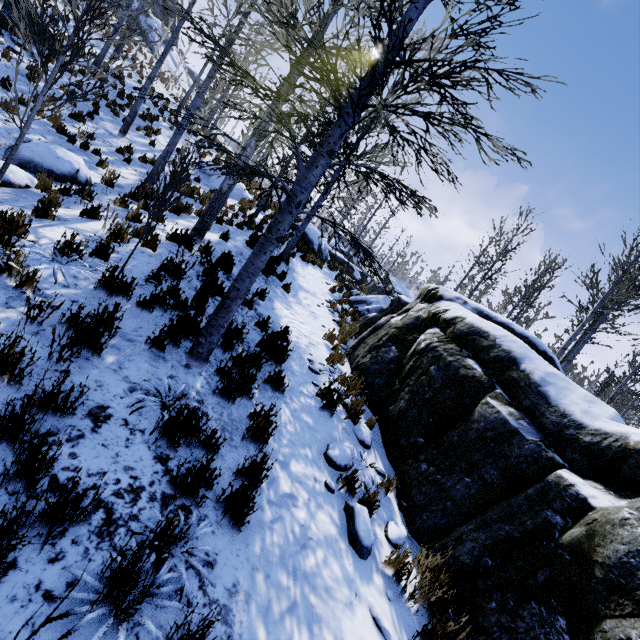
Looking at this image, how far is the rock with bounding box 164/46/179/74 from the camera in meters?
36.1

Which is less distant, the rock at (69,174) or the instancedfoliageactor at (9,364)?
the instancedfoliageactor at (9,364)

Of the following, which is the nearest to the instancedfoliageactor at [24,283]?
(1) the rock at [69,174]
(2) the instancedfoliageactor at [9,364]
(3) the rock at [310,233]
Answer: (3) the rock at [310,233]

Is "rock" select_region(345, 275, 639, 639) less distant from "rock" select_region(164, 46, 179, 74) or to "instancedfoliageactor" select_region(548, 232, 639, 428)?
"instancedfoliageactor" select_region(548, 232, 639, 428)

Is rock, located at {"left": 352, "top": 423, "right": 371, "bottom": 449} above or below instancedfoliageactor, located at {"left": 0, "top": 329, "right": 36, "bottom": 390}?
above

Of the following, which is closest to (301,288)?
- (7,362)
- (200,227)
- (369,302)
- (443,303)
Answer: (369,302)

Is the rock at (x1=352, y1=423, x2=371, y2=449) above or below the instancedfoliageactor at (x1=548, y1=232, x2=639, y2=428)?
below

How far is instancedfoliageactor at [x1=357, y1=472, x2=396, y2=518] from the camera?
3.8 meters
